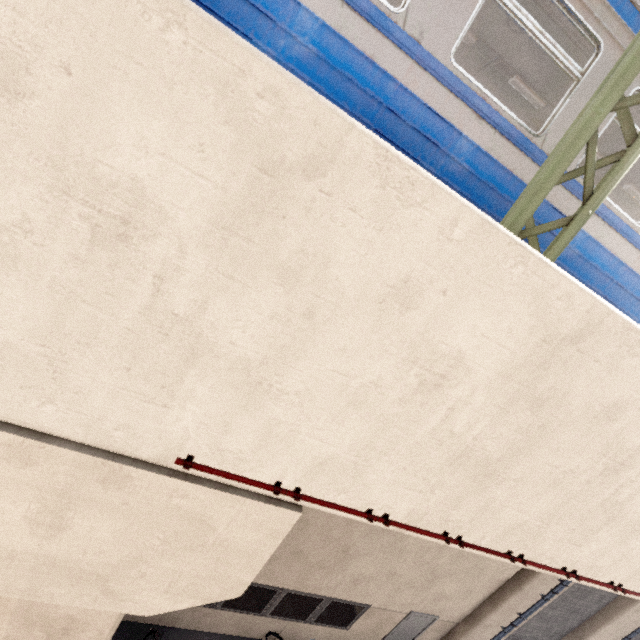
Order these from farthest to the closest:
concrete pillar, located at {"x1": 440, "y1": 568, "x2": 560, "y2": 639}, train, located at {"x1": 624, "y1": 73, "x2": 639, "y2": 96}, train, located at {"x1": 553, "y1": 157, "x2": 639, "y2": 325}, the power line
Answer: concrete pillar, located at {"x1": 440, "y1": 568, "x2": 560, "y2": 639}
train, located at {"x1": 553, "y1": 157, "x2": 639, "y2": 325}
train, located at {"x1": 624, "y1": 73, "x2": 639, "y2": 96}
the power line

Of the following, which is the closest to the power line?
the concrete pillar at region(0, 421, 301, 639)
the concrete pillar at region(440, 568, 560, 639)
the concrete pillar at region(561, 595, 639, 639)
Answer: the concrete pillar at region(0, 421, 301, 639)

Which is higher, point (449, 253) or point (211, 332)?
point (449, 253)

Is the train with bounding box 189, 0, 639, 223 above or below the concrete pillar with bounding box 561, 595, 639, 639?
above

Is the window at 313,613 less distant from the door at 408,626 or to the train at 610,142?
the door at 408,626

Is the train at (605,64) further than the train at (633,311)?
No

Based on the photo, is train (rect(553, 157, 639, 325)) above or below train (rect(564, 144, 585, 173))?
below

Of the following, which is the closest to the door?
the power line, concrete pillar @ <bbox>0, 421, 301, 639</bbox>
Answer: concrete pillar @ <bbox>0, 421, 301, 639</bbox>
